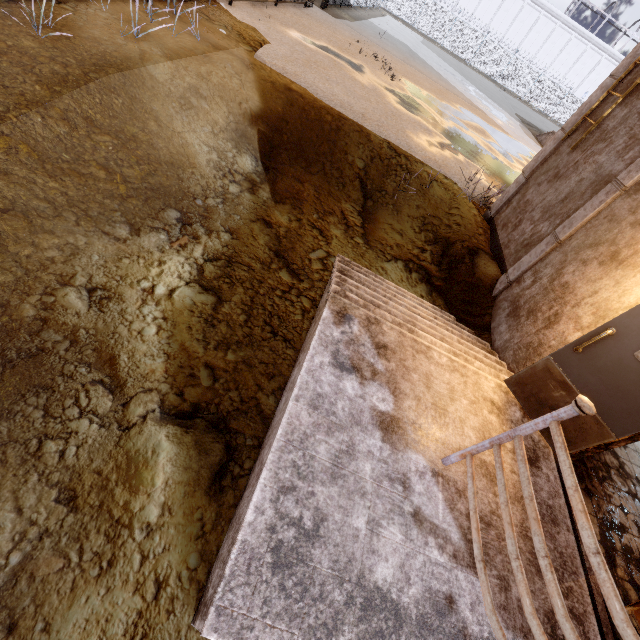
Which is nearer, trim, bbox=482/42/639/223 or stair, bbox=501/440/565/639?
stair, bbox=501/440/565/639

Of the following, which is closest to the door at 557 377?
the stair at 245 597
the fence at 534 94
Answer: the stair at 245 597

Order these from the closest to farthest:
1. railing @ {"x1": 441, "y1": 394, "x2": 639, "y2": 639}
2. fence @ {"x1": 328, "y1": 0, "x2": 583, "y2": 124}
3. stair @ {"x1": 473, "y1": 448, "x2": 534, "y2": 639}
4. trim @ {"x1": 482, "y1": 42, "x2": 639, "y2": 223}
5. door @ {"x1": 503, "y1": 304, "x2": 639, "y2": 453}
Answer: railing @ {"x1": 441, "y1": 394, "x2": 639, "y2": 639} < stair @ {"x1": 473, "y1": 448, "x2": 534, "y2": 639} < door @ {"x1": 503, "y1": 304, "x2": 639, "y2": 453} < trim @ {"x1": 482, "y1": 42, "x2": 639, "y2": 223} < fence @ {"x1": 328, "y1": 0, "x2": 583, "y2": 124}

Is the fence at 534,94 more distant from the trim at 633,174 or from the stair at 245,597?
the stair at 245,597

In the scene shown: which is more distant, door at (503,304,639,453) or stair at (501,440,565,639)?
door at (503,304,639,453)

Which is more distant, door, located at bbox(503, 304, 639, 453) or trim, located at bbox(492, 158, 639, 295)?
trim, located at bbox(492, 158, 639, 295)

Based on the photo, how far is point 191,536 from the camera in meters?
2.7 m

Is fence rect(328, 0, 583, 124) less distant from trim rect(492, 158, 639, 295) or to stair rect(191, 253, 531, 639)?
trim rect(492, 158, 639, 295)
